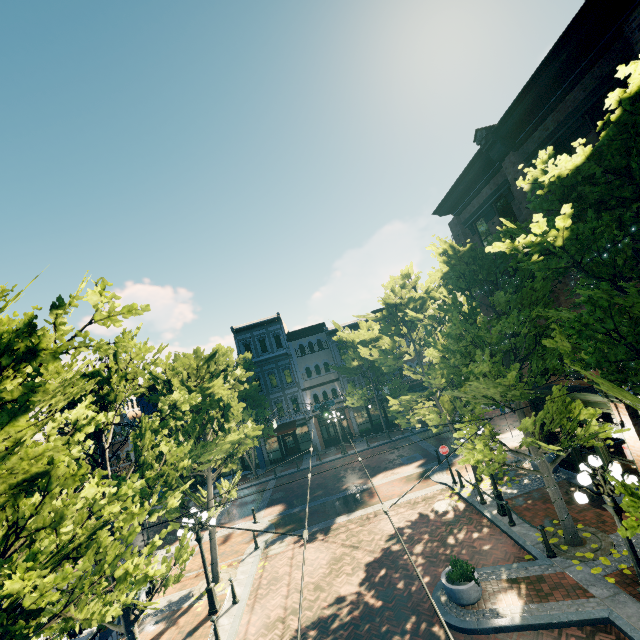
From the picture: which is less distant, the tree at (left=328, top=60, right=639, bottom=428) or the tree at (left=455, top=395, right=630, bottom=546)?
the tree at (left=328, top=60, right=639, bottom=428)

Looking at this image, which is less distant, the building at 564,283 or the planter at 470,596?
the planter at 470,596

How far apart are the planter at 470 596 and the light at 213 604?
8.2 meters

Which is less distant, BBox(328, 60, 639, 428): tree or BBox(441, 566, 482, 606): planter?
BBox(328, 60, 639, 428): tree

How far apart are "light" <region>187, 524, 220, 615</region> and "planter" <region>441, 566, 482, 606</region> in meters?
8.2

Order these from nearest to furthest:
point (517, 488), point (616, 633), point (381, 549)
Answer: point (616, 633) → point (381, 549) → point (517, 488)

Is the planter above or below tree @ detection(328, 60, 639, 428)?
below

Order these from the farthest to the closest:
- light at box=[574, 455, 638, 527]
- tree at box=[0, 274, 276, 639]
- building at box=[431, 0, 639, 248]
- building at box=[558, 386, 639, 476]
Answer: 1. building at box=[558, 386, 639, 476]
2. building at box=[431, 0, 639, 248]
3. light at box=[574, 455, 638, 527]
4. tree at box=[0, 274, 276, 639]
